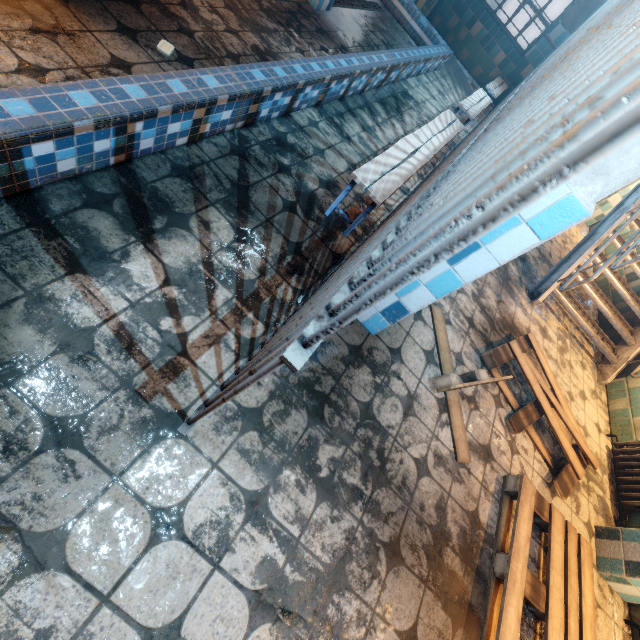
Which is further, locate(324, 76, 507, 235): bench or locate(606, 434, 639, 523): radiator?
locate(606, 434, 639, 523): radiator

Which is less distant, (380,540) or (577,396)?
(380,540)

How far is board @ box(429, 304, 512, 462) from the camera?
2.1 meters

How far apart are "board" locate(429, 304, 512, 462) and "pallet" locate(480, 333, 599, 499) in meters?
0.1 m

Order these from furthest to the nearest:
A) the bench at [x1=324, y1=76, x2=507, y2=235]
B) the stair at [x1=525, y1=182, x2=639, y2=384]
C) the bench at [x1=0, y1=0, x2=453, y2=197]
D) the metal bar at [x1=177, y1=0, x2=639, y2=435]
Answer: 1. the stair at [x1=525, y1=182, x2=639, y2=384]
2. the bench at [x1=324, y1=76, x2=507, y2=235]
3. the bench at [x1=0, y1=0, x2=453, y2=197]
4. the metal bar at [x1=177, y1=0, x2=639, y2=435]

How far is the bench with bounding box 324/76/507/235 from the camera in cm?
213

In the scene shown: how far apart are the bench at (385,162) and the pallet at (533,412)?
1.5 meters

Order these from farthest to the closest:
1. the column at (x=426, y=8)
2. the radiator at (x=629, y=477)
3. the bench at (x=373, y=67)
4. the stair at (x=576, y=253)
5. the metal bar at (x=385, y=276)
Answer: the column at (x=426, y=8) → the stair at (x=576, y=253) → the radiator at (x=629, y=477) → the bench at (x=373, y=67) → the metal bar at (x=385, y=276)
